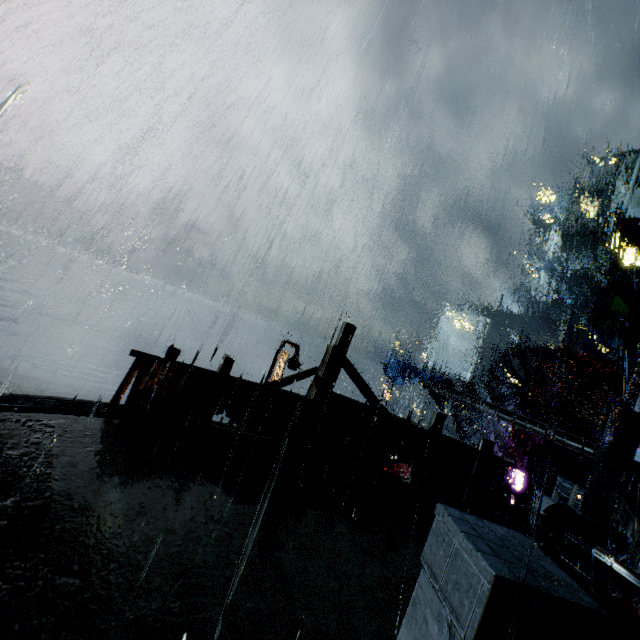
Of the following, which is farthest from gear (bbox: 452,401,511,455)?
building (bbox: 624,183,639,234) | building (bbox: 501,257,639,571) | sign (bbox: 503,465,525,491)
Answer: building (bbox: 624,183,639,234)

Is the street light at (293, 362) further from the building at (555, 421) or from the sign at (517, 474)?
the sign at (517, 474)

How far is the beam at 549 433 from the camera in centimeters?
1473cm

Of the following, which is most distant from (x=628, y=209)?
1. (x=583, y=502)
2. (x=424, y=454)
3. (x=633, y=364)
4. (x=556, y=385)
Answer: (x=424, y=454)

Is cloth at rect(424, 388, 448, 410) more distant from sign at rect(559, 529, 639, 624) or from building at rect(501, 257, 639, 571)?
sign at rect(559, 529, 639, 624)

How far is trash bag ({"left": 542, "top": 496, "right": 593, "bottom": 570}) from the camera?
7.1m

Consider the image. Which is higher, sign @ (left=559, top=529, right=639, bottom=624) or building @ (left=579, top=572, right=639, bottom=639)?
sign @ (left=559, top=529, right=639, bottom=624)

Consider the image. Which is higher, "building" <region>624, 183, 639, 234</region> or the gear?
"building" <region>624, 183, 639, 234</region>
